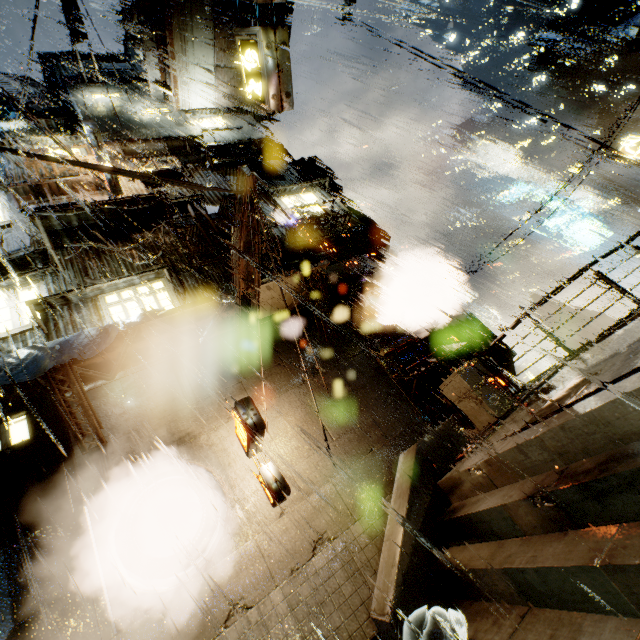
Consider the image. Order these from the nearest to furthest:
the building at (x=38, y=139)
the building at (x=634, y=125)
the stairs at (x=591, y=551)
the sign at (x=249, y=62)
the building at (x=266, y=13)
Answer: the stairs at (x=591, y=551)
the sign at (x=249, y=62)
the building at (x=38, y=139)
the building at (x=634, y=125)
the building at (x=266, y=13)

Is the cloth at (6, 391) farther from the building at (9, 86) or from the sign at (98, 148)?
the sign at (98, 148)

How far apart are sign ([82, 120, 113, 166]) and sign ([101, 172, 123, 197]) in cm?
6

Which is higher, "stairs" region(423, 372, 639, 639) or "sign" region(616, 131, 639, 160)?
"sign" region(616, 131, 639, 160)

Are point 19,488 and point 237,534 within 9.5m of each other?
yes

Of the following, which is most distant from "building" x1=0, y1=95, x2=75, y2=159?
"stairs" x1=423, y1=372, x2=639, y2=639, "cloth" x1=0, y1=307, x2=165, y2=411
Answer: "stairs" x1=423, y1=372, x2=639, y2=639

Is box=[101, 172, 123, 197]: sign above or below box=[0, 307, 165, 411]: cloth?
above

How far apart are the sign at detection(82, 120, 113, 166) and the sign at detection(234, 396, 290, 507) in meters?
11.8
